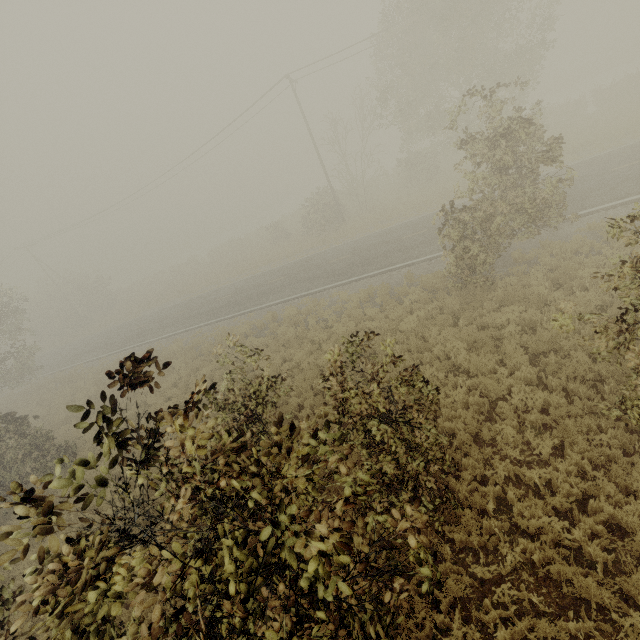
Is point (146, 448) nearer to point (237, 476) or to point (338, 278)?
→ point (237, 476)

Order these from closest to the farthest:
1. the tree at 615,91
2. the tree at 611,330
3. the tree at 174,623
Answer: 1. the tree at 174,623
2. the tree at 611,330
3. the tree at 615,91

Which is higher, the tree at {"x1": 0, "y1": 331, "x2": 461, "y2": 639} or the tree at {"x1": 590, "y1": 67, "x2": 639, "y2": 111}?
the tree at {"x1": 0, "y1": 331, "x2": 461, "y2": 639}

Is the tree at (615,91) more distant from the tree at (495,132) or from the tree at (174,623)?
the tree at (174,623)

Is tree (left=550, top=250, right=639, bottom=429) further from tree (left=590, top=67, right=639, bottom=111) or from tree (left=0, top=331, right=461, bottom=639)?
tree (left=590, top=67, right=639, bottom=111)

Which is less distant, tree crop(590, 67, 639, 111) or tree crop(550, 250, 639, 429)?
tree crop(550, 250, 639, 429)

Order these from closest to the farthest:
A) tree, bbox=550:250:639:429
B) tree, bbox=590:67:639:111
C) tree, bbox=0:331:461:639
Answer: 1. tree, bbox=0:331:461:639
2. tree, bbox=550:250:639:429
3. tree, bbox=590:67:639:111
